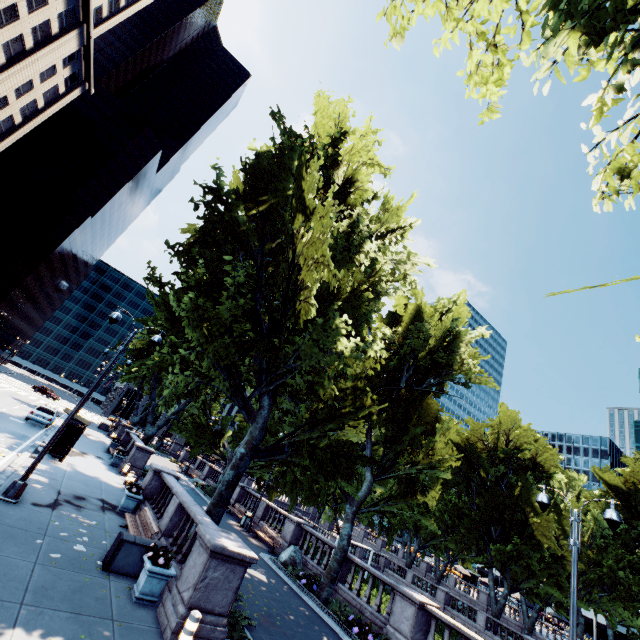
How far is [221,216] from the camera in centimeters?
1151cm

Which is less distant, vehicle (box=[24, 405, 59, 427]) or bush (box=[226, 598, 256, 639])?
A: bush (box=[226, 598, 256, 639])

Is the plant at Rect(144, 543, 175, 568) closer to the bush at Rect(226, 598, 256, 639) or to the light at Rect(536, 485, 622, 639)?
the bush at Rect(226, 598, 256, 639)

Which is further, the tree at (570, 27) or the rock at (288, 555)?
the rock at (288, 555)

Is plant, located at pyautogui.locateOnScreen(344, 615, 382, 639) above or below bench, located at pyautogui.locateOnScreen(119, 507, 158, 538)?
below

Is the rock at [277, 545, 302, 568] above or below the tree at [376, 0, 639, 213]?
below

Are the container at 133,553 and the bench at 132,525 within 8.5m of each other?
yes

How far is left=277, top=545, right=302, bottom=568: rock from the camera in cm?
1789
